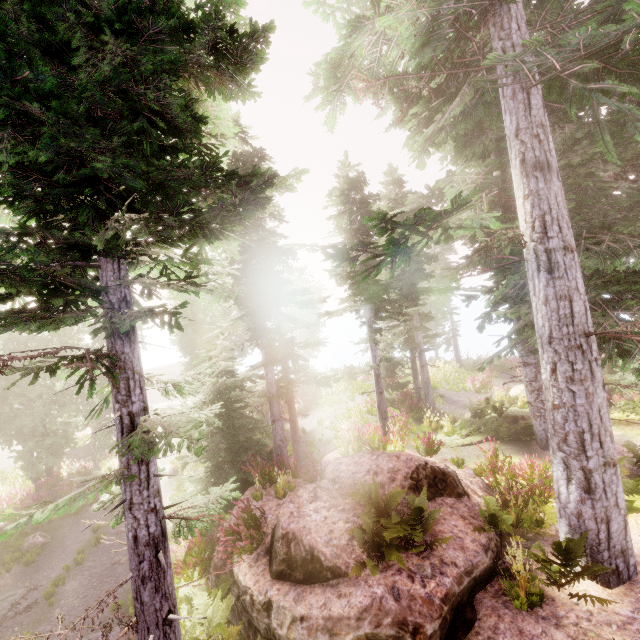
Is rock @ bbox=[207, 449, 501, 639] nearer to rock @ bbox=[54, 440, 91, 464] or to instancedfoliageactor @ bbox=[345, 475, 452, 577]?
instancedfoliageactor @ bbox=[345, 475, 452, 577]

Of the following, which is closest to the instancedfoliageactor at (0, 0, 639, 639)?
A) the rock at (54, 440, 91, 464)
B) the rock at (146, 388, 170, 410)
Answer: the rock at (146, 388, 170, 410)

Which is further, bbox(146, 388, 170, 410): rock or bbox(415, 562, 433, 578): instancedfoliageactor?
bbox(146, 388, 170, 410): rock

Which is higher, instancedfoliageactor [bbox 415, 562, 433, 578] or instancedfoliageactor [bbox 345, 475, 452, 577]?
instancedfoliageactor [bbox 345, 475, 452, 577]

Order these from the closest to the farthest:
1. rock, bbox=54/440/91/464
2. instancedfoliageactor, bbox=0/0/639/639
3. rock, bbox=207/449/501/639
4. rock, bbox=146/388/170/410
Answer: instancedfoliageactor, bbox=0/0/639/639, rock, bbox=207/449/501/639, rock, bbox=54/440/91/464, rock, bbox=146/388/170/410

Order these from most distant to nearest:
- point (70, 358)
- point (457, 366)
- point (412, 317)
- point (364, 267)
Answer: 1. point (457, 366)
2. point (70, 358)
3. point (412, 317)
4. point (364, 267)

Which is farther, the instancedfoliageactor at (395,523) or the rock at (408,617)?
the instancedfoliageactor at (395,523)

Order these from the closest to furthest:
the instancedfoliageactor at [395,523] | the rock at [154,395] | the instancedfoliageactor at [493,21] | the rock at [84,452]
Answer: the instancedfoliageactor at [493,21]
the instancedfoliageactor at [395,523]
the rock at [84,452]
the rock at [154,395]
